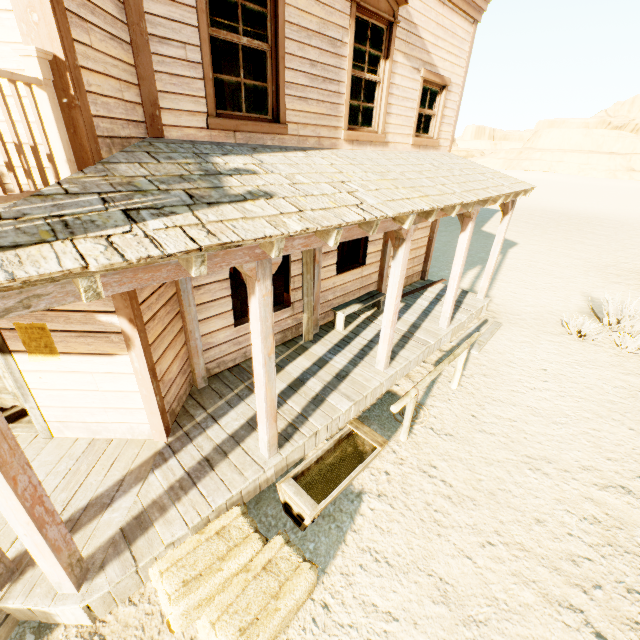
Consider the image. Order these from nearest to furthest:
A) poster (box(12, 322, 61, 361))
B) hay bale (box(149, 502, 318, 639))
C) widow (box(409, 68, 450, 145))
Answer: hay bale (box(149, 502, 318, 639)), poster (box(12, 322, 61, 361)), widow (box(409, 68, 450, 145))

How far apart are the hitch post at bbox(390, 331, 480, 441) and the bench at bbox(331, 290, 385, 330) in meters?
2.3

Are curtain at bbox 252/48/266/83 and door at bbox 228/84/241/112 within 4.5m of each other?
no

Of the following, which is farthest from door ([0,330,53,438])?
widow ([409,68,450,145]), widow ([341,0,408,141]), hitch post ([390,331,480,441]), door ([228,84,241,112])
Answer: door ([228,84,241,112])

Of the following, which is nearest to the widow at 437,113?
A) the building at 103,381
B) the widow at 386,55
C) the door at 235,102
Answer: the building at 103,381

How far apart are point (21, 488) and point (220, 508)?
2.0m

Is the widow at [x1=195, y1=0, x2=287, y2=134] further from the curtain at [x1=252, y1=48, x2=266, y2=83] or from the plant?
the plant

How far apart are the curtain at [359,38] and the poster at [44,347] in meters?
5.4 m
